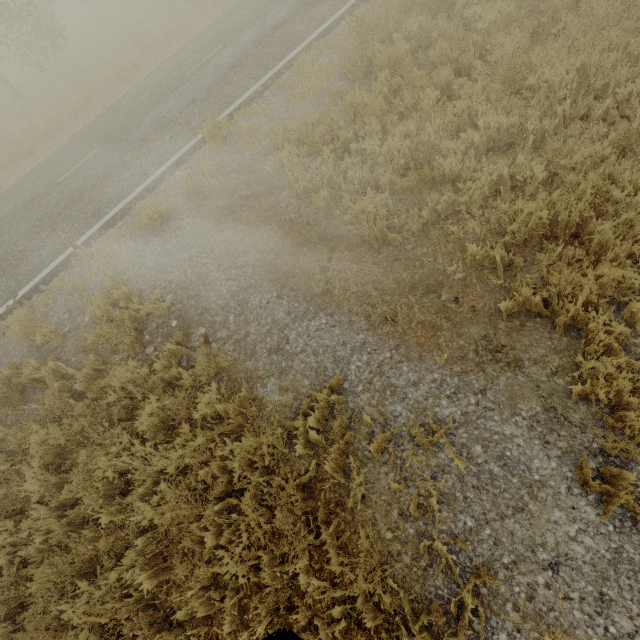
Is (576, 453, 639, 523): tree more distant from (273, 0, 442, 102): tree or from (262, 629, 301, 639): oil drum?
(273, 0, 442, 102): tree

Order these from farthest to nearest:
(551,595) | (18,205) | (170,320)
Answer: (18,205) → (170,320) → (551,595)

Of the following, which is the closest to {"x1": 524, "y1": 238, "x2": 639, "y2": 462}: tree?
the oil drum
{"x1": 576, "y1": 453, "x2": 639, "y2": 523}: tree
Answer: the oil drum

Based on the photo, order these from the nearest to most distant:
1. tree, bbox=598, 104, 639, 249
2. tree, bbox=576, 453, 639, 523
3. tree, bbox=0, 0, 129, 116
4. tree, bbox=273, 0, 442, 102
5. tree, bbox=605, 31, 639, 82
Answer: tree, bbox=576, 453, 639, 523
tree, bbox=598, 104, 639, 249
tree, bbox=605, 31, 639, 82
tree, bbox=273, 0, 442, 102
tree, bbox=0, 0, 129, 116

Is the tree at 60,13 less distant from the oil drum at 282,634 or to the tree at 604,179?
the tree at 604,179

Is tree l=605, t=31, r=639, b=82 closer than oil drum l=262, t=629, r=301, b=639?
No

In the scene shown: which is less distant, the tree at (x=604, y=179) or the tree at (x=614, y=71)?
the tree at (x=604, y=179)

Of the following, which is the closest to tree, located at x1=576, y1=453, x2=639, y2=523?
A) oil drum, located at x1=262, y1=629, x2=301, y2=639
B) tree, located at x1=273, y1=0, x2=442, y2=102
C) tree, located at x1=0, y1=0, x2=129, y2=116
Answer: oil drum, located at x1=262, y1=629, x2=301, y2=639
